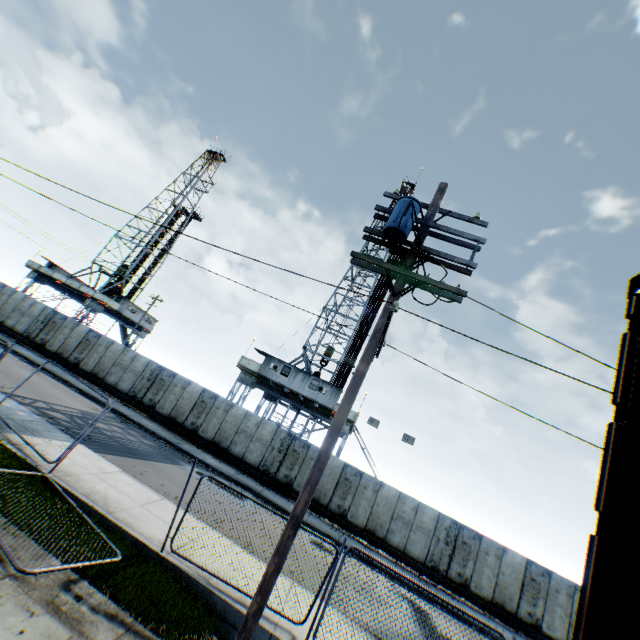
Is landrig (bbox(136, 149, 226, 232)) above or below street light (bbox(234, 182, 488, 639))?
above

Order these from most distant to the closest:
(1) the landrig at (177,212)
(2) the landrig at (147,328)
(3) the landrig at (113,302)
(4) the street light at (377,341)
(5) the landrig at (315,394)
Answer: (1) the landrig at (177,212) → (2) the landrig at (147,328) → (3) the landrig at (113,302) → (5) the landrig at (315,394) → (4) the street light at (377,341)

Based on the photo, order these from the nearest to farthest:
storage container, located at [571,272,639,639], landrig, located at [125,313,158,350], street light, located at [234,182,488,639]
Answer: storage container, located at [571,272,639,639]
street light, located at [234,182,488,639]
landrig, located at [125,313,158,350]

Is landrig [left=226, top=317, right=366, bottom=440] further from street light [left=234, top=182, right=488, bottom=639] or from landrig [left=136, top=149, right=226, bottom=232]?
landrig [left=136, top=149, right=226, bottom=232]

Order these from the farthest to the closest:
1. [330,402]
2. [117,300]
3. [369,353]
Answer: [117,300] < [330,402] < [369,353]

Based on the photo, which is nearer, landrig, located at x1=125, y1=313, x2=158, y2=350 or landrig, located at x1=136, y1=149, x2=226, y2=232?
landrig, located at x1=125, y1=313, x2=158, y2=350

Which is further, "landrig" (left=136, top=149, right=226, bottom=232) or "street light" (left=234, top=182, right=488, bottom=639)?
"landrig" (left=136, top=149, right=226, bottom=232)

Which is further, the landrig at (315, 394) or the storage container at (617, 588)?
the landrig at (315, 394)
